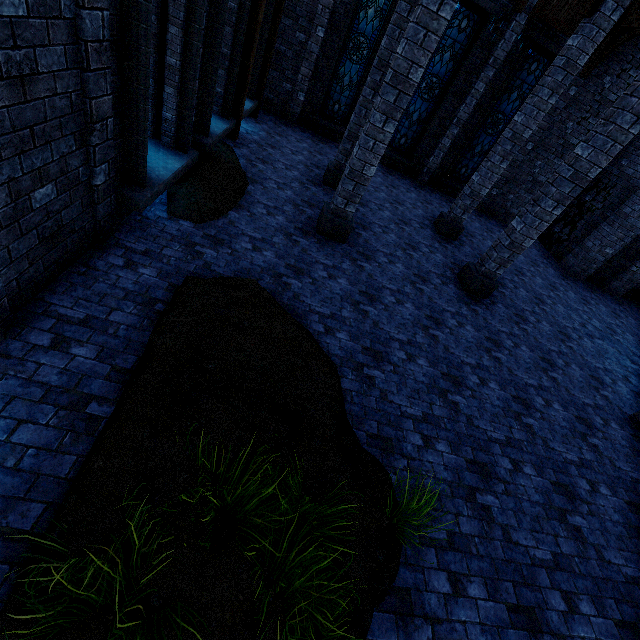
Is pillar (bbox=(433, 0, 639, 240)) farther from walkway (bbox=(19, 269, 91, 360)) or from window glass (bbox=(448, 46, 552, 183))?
walkway (bbox=(19, 269, 91, 360))

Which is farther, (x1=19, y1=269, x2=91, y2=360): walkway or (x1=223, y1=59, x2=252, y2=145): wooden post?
(x1=223, y1=59, x2=252, y2=145): wooden post

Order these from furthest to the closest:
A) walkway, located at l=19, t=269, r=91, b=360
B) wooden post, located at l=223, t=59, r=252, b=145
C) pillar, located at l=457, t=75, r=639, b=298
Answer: wooden post, located at l=223, t=59, r=252, b=145 < pillar, located at l=457, t=75, r=639, b=298 < walkway, located at l=19, t=269, r=91, b=360

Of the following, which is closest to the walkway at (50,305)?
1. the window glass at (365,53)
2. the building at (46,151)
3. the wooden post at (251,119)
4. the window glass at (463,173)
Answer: the building at (46,151)

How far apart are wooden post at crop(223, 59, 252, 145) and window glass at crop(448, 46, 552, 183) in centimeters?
912cm

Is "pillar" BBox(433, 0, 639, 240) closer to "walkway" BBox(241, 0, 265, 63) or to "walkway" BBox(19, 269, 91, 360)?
"walkway" BBox(241, 0, 265, 63)

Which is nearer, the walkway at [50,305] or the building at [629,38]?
the walkway at [50,305]

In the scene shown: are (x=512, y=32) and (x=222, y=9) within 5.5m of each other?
no
